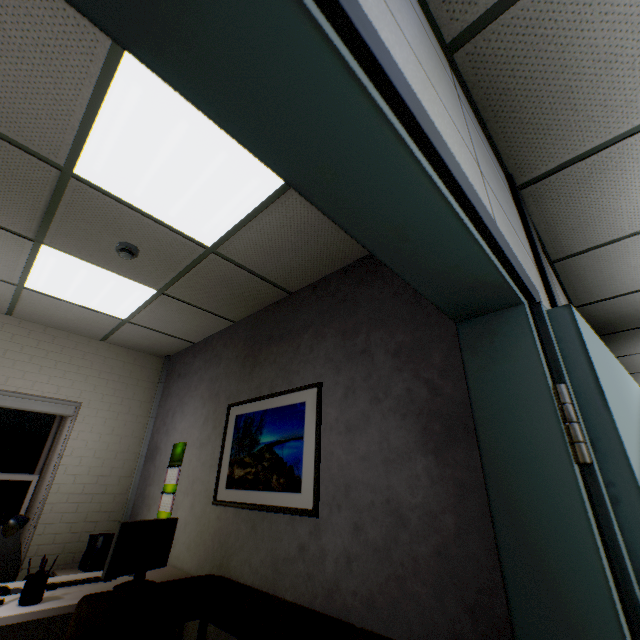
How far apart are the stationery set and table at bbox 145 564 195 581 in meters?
0.0

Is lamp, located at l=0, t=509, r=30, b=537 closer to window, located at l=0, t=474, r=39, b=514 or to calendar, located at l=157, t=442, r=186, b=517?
calendar, located at l=157, t=442, r=186, b=517

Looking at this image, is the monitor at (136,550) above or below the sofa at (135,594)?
above

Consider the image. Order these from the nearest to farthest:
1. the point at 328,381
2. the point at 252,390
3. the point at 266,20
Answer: the point at 266,20, the point at 328,381, the point at 252,390

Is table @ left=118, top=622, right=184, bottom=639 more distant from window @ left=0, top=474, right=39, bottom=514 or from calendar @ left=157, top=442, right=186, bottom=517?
window @ left=0, top=474, right=39, bottom=514

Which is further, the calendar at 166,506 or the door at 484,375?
the calendar at 166,506

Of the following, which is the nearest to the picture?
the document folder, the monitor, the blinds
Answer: the monitor

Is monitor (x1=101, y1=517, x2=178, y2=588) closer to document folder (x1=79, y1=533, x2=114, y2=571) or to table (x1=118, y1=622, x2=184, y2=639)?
table (x1=118, y1=622, x2=184, y2=639)
